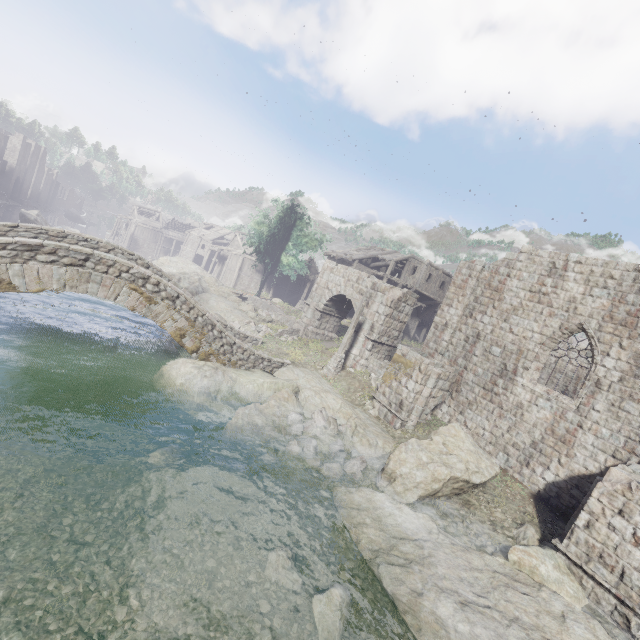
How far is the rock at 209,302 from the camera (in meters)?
25.61

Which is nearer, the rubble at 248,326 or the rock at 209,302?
the rubble at 248,326

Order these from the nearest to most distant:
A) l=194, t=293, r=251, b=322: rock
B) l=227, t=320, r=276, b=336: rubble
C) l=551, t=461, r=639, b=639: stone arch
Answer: l=551, t=461, r=639, b=639: stone arch → l=227, t=320, r=276, b=336: rubble → l=194, t=293, r=251, b=322: rock

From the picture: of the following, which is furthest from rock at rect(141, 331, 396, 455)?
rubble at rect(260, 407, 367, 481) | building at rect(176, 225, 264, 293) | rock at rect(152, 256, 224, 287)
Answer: building at rect(176, 225, 264, 293)

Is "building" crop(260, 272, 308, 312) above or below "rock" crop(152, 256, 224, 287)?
above

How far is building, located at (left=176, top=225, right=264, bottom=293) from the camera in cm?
4653

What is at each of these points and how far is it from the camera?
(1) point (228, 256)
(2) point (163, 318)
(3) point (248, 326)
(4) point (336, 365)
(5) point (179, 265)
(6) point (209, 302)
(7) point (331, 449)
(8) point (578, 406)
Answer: (1) building, 49.6 meters
(2) bridge, 13.9 meters
(3) rubble, 25.0 meters
(4) wooden lamp post, 19.4 meters
(5) rock, 42.8 meters
(6) rock, 29.0 meters
(7) rubble, 13.0 meters
(8) building, 12.5 meters

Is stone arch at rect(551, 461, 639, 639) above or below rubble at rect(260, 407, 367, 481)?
above
